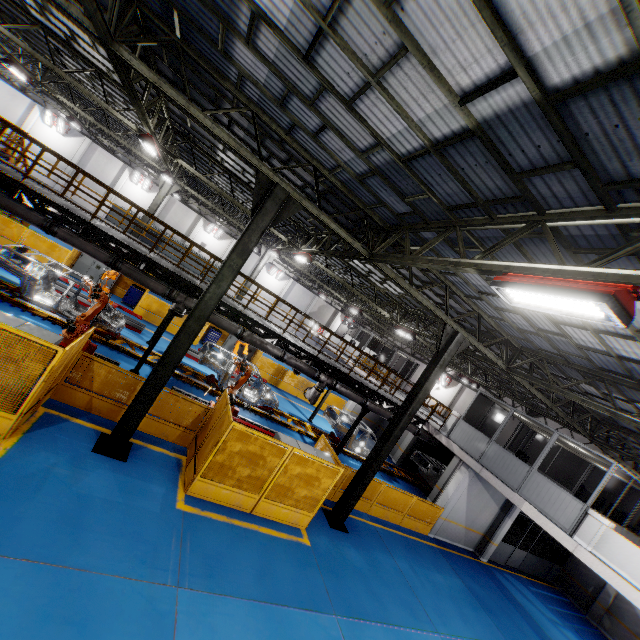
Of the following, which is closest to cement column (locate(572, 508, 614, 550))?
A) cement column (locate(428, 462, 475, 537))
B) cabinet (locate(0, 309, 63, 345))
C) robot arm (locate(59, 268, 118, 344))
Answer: cement column (locate(428, 462, 475, 537))

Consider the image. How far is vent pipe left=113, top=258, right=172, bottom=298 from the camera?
11.0m

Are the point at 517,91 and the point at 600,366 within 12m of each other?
yes

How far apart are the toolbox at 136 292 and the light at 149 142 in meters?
8.6 m

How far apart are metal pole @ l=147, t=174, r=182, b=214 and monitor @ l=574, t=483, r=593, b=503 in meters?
25.5 m

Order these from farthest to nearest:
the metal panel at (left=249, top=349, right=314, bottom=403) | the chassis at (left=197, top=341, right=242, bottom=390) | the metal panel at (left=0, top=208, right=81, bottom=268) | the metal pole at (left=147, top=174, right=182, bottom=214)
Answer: the metal panel at (left=249, top=349, right=314, bottom=403), the metal pole at (left=147, top=174, right=182, bottom=214), the metal panel at (left=0, top=208, right=81, bottom=268), the chassis at (left=197, top=341, right=242, bottom=390)

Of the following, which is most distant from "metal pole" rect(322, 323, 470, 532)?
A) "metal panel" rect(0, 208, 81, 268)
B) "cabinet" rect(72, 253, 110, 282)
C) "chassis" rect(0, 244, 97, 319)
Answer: "cabinet" rect(72, 253, 110, 282)

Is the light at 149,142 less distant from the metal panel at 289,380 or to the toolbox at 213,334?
the metal panel at 289,380
